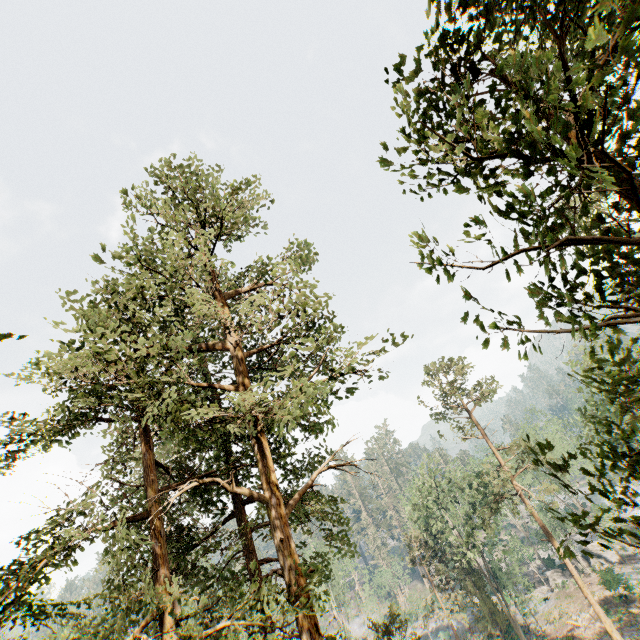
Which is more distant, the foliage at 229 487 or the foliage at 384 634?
the foliage at 384 634

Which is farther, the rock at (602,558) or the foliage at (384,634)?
the rock at (602,558)

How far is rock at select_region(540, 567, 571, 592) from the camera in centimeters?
4384cm

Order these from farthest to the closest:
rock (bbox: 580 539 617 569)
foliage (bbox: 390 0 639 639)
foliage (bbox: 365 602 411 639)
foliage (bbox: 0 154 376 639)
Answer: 1. rock (bbox: 580 539 617 569)
2. foliage (bbox: 365 602 411 639)
3. foliage (bbox: 0 154 376 639)
4. foliage (bbox: 390 0 639 639)

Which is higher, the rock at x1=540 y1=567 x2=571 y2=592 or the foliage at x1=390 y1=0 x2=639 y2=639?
the foliage at x1=390 y1=0 x2=639 y2=639

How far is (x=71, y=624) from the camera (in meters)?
7.79

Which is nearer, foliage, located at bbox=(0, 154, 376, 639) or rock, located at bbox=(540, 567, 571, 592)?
foliage, located at bbox=(0, 154, 376, 639)
